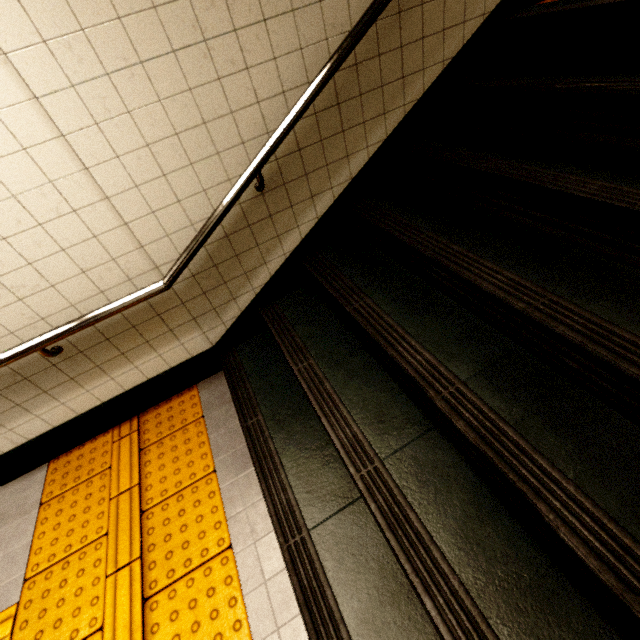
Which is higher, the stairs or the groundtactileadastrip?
the stairs

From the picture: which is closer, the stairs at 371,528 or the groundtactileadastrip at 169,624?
the stairs at 371,528

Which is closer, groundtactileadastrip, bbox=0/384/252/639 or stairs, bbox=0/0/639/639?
stairs, bbox=0/0/639/639

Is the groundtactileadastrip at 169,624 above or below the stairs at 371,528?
below

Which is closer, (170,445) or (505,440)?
(505,440)
